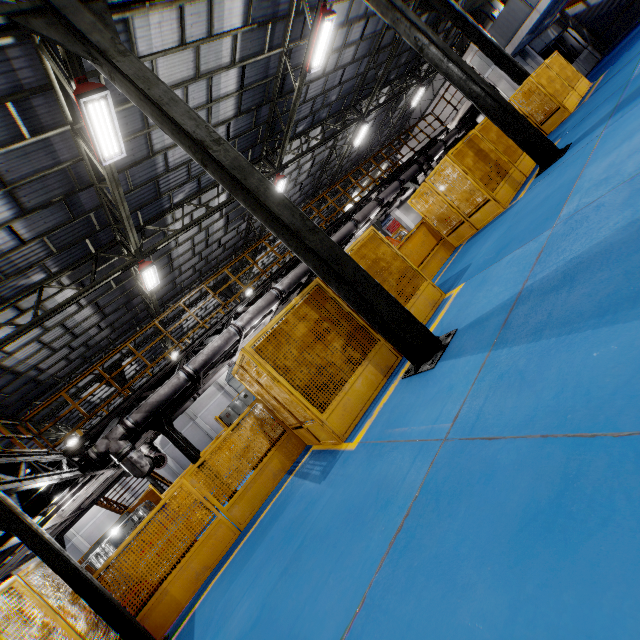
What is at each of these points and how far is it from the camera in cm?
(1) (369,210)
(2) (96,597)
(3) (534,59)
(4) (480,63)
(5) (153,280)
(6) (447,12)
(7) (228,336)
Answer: (1) vent pipe, 1420
(2) metal pole, 471
(3) cement column, 1803
(4) cement column, 1650
(5) light, 1299
(6) metal pole, 1356
(7) vent pipe, 1020

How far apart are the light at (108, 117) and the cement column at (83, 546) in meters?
30.4

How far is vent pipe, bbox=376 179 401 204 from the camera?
14.8 meters

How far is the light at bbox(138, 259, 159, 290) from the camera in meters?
11.8 m

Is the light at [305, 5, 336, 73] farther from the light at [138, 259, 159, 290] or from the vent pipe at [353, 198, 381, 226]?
the light at [138, 259, 159, 290]

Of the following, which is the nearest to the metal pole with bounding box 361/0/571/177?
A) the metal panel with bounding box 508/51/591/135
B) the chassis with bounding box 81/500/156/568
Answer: the metal panel with bounding box 508/51/591/135

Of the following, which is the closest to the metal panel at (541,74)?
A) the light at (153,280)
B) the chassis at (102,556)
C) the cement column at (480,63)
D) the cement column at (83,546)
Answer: the cement column at (480,63)

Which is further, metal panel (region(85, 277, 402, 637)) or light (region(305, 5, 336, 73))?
light (region(305, 5, 336, 73))
